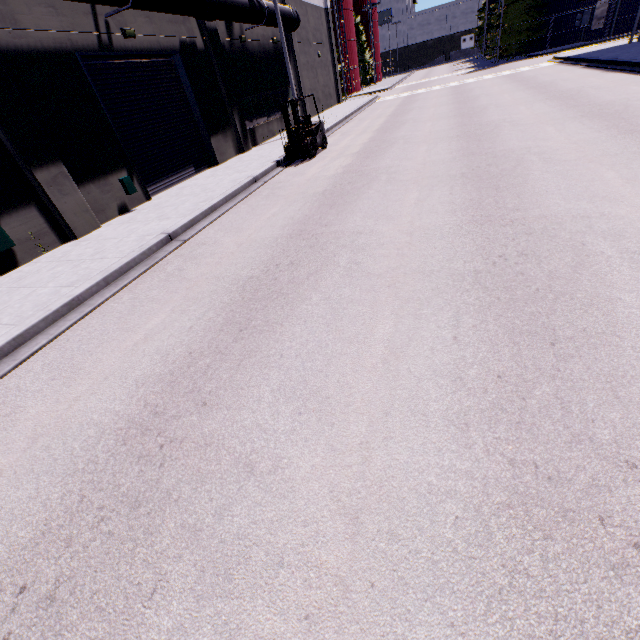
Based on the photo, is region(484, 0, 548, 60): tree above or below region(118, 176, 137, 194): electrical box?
above

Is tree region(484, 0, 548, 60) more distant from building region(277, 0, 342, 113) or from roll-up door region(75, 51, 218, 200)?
roll-up door region(75, 51, 218, 200)

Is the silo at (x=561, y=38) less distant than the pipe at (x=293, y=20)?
No

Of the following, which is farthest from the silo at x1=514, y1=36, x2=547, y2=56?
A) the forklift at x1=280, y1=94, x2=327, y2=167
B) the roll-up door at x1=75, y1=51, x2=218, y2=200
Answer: the forklift at x1=280, y1=94, x2=327, y2=167

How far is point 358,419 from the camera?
3.03m

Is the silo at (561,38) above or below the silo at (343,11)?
below

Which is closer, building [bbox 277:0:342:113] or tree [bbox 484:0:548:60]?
building [bbox 277:0:342:113]

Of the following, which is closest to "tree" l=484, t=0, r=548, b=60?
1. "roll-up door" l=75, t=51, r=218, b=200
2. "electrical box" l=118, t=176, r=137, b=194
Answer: "roll-up door" l=75, t=51, r=218, b=200
